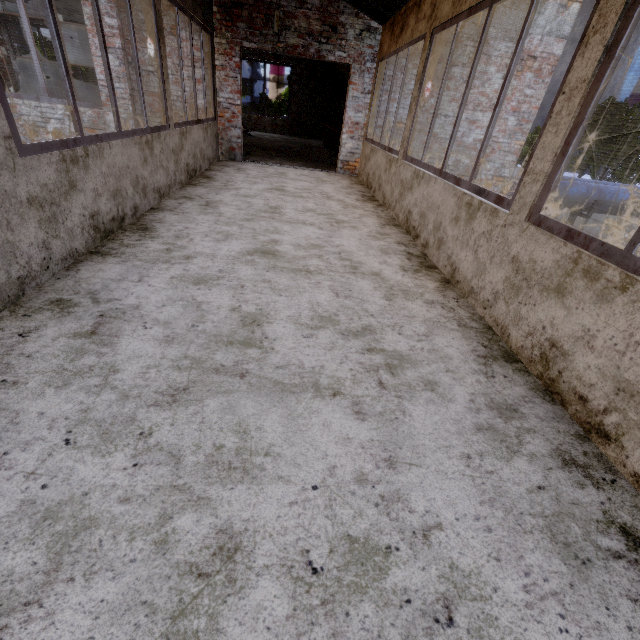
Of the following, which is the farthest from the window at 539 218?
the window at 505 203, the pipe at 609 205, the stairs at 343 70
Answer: the stairs at 343 70

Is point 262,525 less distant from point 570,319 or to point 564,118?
point 570,319

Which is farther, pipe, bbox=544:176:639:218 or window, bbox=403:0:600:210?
pipe, bbox=544:176:639:218

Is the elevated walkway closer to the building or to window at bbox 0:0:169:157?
the building

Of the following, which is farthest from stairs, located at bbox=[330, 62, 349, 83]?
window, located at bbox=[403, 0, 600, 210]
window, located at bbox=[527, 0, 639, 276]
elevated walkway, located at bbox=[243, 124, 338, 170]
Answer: window, located at bbox=[527, 0, 639, 276]

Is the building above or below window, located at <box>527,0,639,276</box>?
below

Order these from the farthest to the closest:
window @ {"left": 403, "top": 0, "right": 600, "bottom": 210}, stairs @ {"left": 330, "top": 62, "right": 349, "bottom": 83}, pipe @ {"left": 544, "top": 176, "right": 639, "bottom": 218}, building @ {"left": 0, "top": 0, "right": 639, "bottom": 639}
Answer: stairs @ {"left": 330, "top": 62, "right": 349, "bottom": 83} → pipe @ {"left": 544, "top": 176, "right": 639, "bottom": 218} → window @ {"left": 403, "top": 0, "right": 600, "bottom": 210} → building @ {"left": 0, "top": 0, "right": 639, "bottom": 639}

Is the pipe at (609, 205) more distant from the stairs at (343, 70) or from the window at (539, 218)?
the window at (539, 218)
